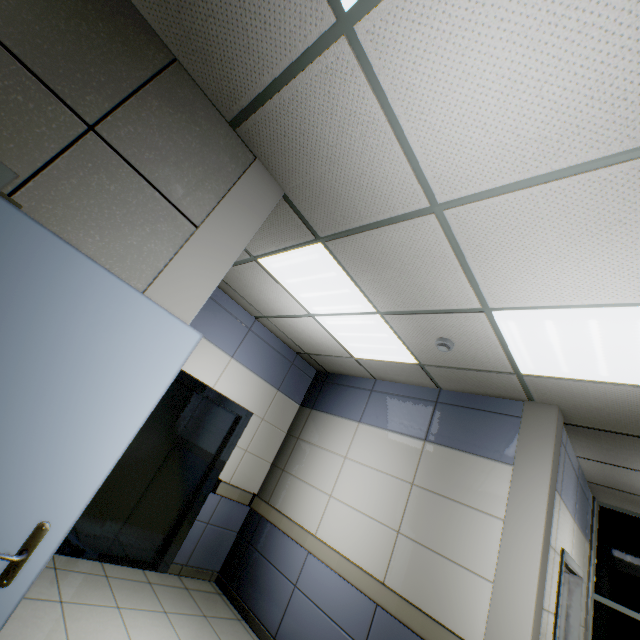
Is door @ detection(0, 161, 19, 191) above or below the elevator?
above

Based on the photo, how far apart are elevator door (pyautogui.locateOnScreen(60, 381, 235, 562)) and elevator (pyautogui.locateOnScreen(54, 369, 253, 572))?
0.01m

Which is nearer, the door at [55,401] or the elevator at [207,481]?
the door at [55,401]

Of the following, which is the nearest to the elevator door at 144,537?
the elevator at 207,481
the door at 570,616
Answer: the elevator at 207,481

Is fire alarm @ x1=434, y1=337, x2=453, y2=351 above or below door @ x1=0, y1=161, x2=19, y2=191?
above

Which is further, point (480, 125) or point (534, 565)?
point (534, 565)

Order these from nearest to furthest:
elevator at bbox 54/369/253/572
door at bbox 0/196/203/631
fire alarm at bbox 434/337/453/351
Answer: door at bbox 0/196/203/631, fire alarm at bbox 434/337/453/351, elevator at bbox 54/369/253/572

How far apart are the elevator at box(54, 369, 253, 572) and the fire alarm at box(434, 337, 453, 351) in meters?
2.9 m
